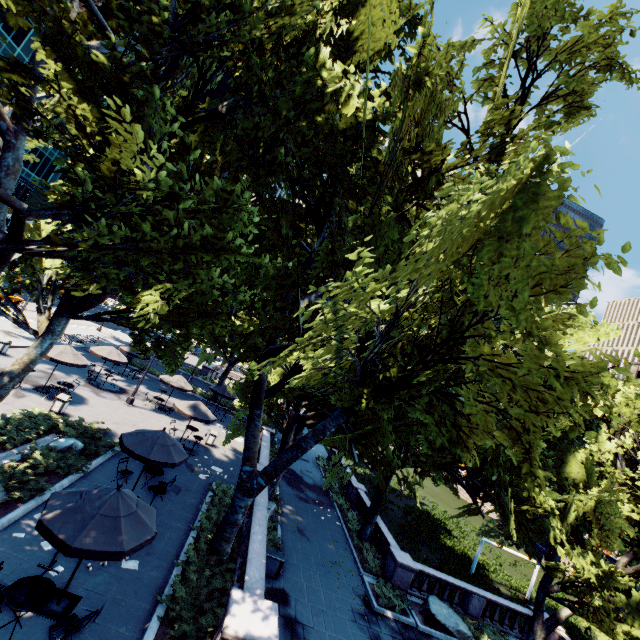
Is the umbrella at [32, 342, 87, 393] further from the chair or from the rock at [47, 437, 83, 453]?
the chair

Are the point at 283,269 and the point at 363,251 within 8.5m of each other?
yes

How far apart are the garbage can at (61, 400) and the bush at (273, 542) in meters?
11.9 m

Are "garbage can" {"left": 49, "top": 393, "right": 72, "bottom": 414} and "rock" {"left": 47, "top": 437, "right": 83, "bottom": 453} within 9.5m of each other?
yes

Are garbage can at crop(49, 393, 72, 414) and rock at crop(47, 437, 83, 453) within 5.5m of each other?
yes

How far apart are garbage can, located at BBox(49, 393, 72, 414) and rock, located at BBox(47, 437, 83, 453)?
3.4m

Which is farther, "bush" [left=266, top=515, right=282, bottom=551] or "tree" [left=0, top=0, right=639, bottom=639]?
"bush" [left=266, top=515, right=282, bottom=551]

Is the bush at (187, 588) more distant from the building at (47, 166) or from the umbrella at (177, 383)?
the building at (47, 166)
